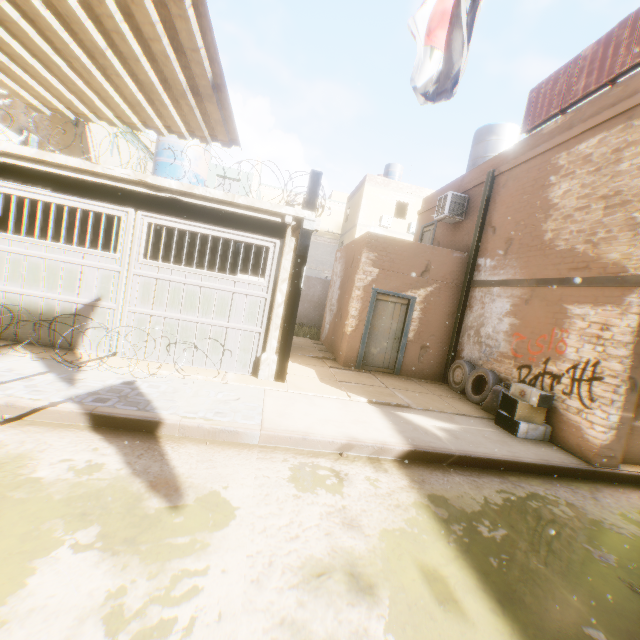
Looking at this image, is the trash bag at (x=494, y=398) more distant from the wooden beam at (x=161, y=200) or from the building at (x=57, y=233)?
the wooden beam at (x=161, y=200)

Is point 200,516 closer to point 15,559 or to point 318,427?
point 15,559

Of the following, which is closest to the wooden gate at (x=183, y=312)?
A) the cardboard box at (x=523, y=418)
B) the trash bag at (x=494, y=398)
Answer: the cardboard box at (x=523, y=418)

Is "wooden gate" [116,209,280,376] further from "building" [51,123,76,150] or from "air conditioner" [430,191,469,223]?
"air conditioner" [430,191,469,223]

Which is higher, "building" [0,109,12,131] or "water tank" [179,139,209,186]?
"water tank" [179,139,209,186]

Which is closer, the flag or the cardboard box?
the flag

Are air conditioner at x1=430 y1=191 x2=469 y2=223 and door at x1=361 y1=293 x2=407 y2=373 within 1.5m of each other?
no

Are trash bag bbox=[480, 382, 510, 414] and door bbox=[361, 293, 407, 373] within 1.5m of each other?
yes
